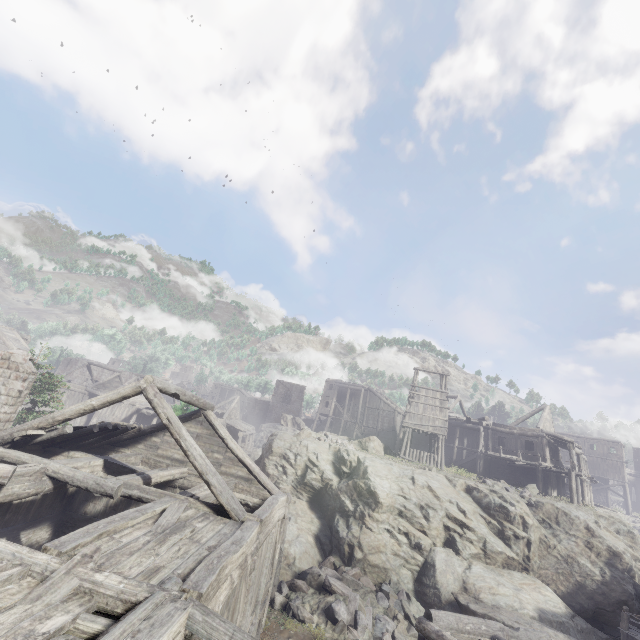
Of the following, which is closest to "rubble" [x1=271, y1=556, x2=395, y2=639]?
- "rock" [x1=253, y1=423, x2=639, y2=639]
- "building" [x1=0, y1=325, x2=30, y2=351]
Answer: "rock" [x1=253, y1=423, x2=639, y2=639]

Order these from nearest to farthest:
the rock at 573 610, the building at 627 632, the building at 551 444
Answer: the building at 627 632, the rock at 573 610, the building at 551 444

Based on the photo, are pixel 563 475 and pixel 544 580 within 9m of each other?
no

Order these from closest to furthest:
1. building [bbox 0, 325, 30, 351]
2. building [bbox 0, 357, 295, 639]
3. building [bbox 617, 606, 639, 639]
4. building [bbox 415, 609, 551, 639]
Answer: building [bbox 0, 357, 295, 639] < building [bbox 415, 609, 551, 639] < building [bbox 617, 606, 639, 639] < building [bbox 0, 325, 30, 351]

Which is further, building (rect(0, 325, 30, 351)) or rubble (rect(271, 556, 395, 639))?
building (rect(0, 325, 30, 351))

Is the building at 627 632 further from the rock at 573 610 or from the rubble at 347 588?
the rubble at 347 588
